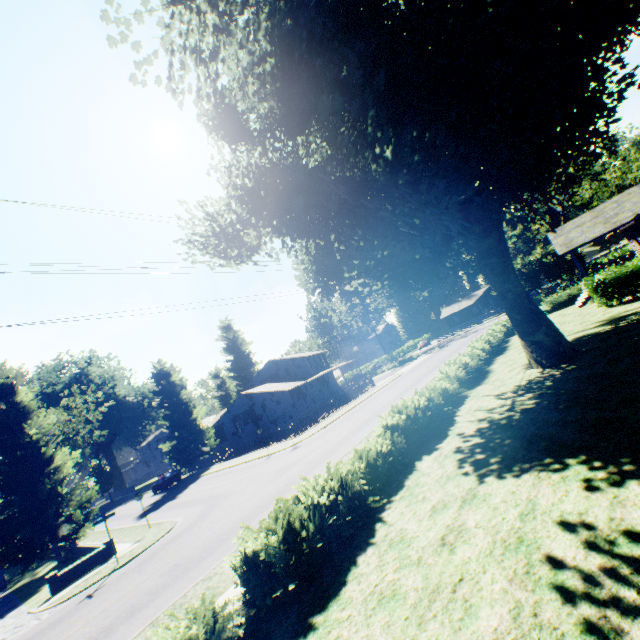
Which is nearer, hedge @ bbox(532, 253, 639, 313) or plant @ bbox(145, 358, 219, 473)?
hedge @ bbox(532, 253, 639, 313)

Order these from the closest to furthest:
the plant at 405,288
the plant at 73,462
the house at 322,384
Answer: the plant at 405,288 < the plant at 73,462 < the house at 322,384

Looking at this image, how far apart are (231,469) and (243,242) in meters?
23.6

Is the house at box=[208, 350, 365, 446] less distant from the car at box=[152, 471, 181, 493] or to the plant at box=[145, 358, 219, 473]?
the plant at box=[145, 358, 219, 473]

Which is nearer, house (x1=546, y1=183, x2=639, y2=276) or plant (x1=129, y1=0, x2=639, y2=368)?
plant (x1=129, y1=0, x2=639, y2=368)

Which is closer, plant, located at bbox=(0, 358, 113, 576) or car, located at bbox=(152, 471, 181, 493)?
plant, located at bbox=(0, 358, 113, 576)

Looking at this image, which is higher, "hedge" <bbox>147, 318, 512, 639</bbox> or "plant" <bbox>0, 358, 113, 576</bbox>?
"plant" <bbox>0, 358, 113, 576</bbox>

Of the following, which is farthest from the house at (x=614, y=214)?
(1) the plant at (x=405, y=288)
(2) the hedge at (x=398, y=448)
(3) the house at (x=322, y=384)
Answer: (3) the house at (x=322, y=384)
